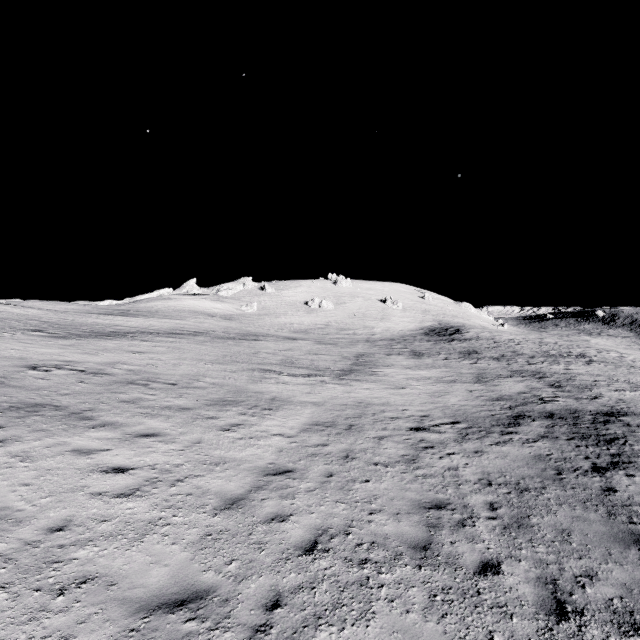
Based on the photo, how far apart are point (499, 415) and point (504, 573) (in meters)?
11.33
